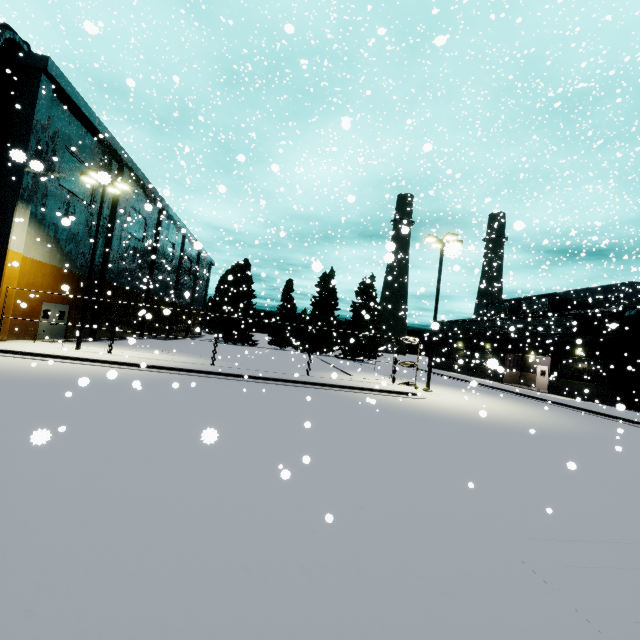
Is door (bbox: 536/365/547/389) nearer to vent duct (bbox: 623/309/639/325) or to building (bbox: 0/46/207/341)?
building (bbox: 0/46/207/341)

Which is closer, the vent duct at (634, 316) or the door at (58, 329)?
the door at (58, 329)

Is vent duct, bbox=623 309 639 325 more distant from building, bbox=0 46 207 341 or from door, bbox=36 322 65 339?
door, bbox=36 322 65 339

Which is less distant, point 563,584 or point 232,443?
point 563,584

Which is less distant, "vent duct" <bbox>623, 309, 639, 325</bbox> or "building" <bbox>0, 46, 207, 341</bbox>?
"building" <bbox>0, 46, 207, 341</bbox>

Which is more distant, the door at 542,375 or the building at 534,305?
the door at 542,375

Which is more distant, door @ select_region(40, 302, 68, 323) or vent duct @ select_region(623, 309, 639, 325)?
vent duct @ select_region(623, 309, 639, 325)

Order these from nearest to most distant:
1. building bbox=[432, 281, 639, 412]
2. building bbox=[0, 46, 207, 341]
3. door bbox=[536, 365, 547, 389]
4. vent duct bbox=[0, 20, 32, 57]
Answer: vent duct bbox=[0, 20, 32, 57] → building bbox=[0, 46, 207, 341] → building bbox=[432, 281, 639, 412] → door bbox=[536, 365, 547, 389]
